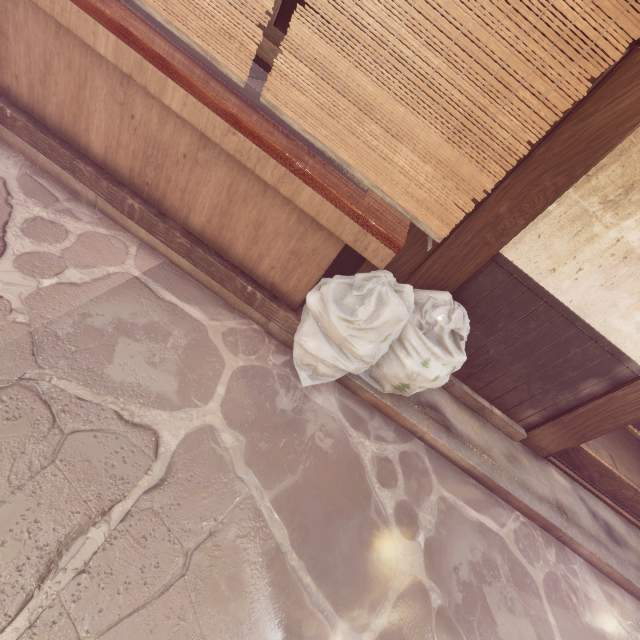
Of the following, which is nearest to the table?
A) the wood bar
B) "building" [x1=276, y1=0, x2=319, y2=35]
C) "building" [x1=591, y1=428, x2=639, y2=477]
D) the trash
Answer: the trash

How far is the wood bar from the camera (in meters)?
4.80

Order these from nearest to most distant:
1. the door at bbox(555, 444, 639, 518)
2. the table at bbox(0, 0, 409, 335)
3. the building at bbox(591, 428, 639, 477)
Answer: the table at bbox(0, 0, 409, 335)
the door at bbox(555, 444, 639, 518)
the building at bbox(591, 428, 639, 477)

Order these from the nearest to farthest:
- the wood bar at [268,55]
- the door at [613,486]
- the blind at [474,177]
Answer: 1. the blind at [474,177]
2. the wood bar at [268,55]
3. the door at [613,486]

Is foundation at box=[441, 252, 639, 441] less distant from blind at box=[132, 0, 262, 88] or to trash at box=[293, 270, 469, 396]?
trash at box=[293, 270, 469, 396]

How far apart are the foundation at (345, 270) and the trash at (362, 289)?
1.4 meters

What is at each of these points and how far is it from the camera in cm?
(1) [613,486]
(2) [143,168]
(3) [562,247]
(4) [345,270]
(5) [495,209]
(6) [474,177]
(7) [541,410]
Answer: (1) door, 724
(2) table, 478
(3) house, 496
(4) foundation, 663
(5) wood pole, 485
(6) blind, 307
(7) foundation, 654

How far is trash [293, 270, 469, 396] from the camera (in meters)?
4.29
